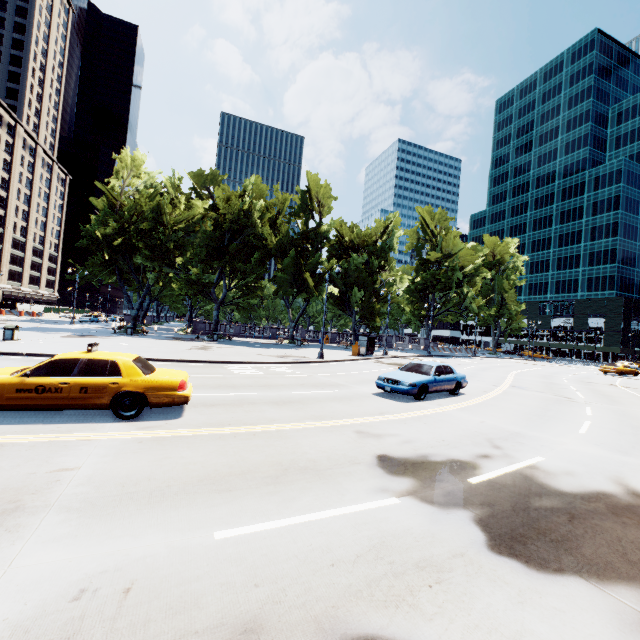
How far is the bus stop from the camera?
31.7 meters

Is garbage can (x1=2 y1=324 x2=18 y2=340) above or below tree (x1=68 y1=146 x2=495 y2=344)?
below

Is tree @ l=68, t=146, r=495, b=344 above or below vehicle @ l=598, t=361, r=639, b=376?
above

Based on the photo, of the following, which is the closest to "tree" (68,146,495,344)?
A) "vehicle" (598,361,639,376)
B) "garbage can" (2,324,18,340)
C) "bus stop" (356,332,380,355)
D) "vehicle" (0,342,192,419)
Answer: "bus stop" (356,332,380,355)

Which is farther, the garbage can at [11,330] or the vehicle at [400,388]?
the garbage can at [11,330]

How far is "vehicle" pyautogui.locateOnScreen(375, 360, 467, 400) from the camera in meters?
12.8 m

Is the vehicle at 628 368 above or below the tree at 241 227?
below

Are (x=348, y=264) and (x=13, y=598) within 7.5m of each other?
no
